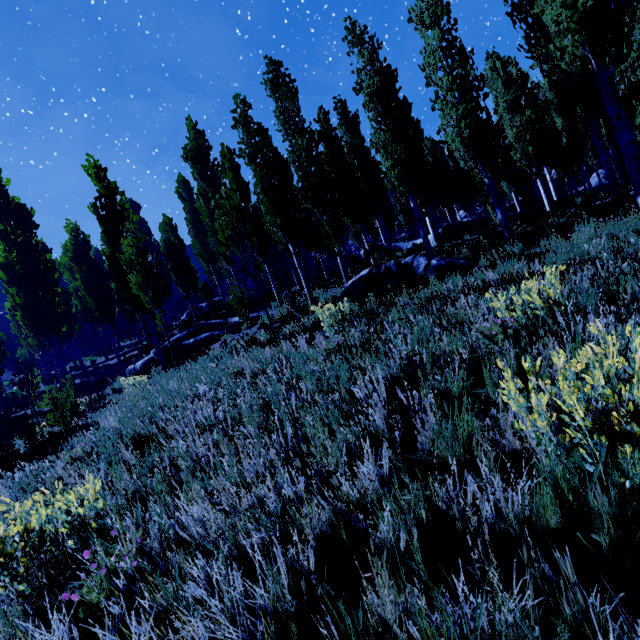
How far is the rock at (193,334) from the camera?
14.11m

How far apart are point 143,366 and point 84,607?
15.17m

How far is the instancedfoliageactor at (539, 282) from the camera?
3.4 meters

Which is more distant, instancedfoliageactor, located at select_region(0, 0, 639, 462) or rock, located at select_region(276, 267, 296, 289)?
rock, located at select_region(276, 267, 296, 289)

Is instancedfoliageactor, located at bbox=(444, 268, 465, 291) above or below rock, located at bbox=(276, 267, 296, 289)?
below

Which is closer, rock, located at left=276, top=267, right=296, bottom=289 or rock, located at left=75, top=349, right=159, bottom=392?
rock, located at left=75, top=349, right=159, bottom=392

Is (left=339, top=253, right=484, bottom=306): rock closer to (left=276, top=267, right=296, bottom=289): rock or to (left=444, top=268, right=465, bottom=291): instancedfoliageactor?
(left=444, top=268, right=465, bottom=291): instancedfoliageactor

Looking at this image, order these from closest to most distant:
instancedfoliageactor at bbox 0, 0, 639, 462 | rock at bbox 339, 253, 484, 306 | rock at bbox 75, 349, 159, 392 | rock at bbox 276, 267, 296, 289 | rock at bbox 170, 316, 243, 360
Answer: instancedfoliageactor at bbox 0, 0, 639, 462 < rock at bbox 339, 253, 484, 306 < rock at bbox 170, 316, 243, 360 < rock at bbox 75, 349, 159, 392 < rock at bbox 276, 267, 296, 289
